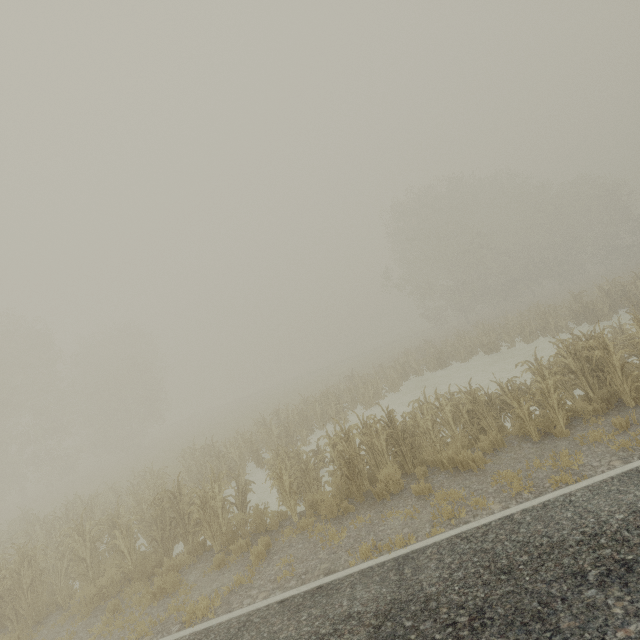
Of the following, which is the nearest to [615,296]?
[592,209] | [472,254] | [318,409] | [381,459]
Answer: [472,254]
